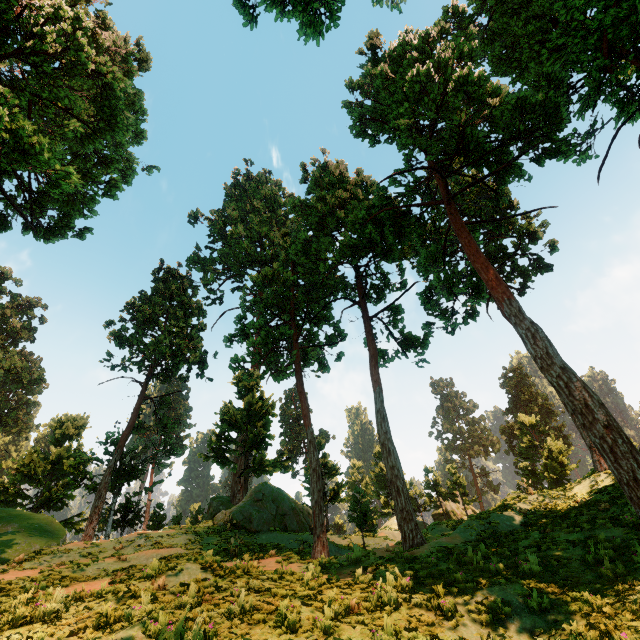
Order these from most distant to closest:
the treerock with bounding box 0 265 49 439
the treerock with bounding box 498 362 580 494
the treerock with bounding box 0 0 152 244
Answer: the treerock with bounding box 0 265 49 439 < the treerock with bounding box 498 362 580 494 < the treerock with bounding box 0 0 152 244

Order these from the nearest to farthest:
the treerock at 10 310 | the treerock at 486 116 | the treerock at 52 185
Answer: the treerock at 52 185, the treerock at 486 116, the treerock at 10 310

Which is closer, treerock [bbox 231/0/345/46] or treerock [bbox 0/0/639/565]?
treerock [bbox 231/0/345/46]

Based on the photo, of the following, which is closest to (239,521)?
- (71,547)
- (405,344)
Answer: (71,547)

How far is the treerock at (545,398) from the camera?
31.23m

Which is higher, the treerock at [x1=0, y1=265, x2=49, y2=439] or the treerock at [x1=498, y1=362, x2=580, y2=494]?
the treerock at [x1=0, y1=265, x2=49, y2=439]
